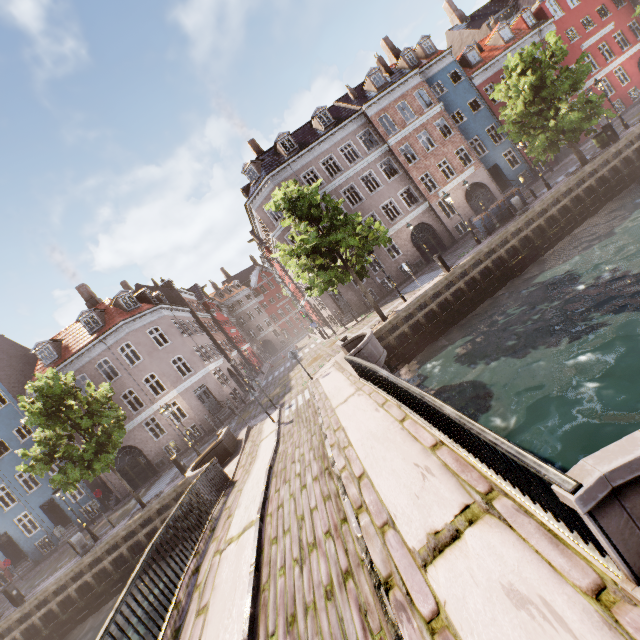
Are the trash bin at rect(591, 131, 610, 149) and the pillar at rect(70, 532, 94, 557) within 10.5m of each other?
no

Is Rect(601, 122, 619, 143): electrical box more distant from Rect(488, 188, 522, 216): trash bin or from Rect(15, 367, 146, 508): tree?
Rect(488, 188, 522, 216): trash bin

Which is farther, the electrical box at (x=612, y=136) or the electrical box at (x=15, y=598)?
the electrical box at (x=612, y=136)

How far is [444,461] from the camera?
4.80m

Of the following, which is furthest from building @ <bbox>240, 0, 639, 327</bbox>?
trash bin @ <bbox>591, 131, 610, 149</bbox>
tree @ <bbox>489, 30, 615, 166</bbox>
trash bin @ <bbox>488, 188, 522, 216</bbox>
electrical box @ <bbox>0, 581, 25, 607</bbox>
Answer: electrical box @ <bbox>0, 581, 25, 607</bbox>

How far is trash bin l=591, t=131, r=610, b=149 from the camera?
20.3 meters

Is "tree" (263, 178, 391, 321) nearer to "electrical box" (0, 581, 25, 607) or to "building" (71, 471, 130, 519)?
"building" (71, 471, 130, 519)

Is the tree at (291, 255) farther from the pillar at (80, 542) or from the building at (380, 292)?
the building at (380, 292)
